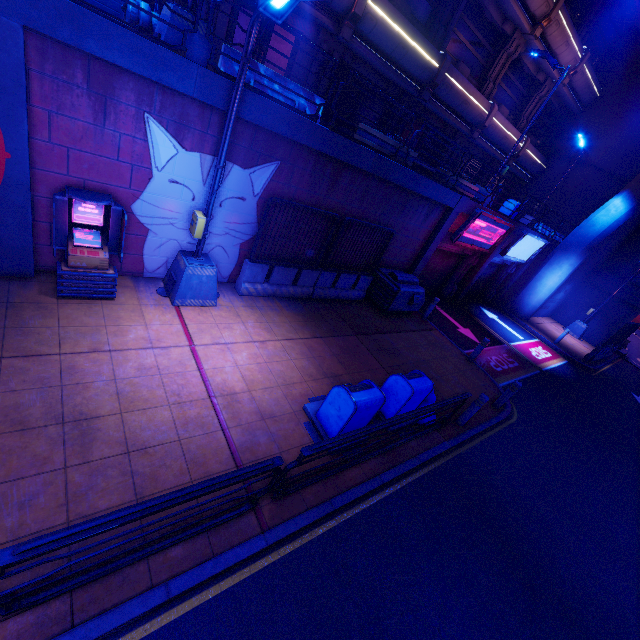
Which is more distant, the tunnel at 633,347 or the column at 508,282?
the tunnel at 633,347

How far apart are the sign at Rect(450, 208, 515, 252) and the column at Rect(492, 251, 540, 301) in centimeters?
561cm

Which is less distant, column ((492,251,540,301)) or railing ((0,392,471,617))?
railing ((0,392,471,617))

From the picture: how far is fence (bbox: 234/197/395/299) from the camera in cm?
855

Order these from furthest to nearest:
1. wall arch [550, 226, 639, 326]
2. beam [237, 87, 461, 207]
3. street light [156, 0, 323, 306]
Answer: wall arch [550, 226, 639, 326] → beam [237, 87, 461, 207] → street light [156, 0, 323, 306]

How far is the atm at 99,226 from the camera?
5.8 meters

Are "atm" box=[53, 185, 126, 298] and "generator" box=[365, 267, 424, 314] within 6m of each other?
no

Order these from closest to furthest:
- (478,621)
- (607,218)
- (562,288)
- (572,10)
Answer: (478,621), (572,10), (607,218), (562,288)
